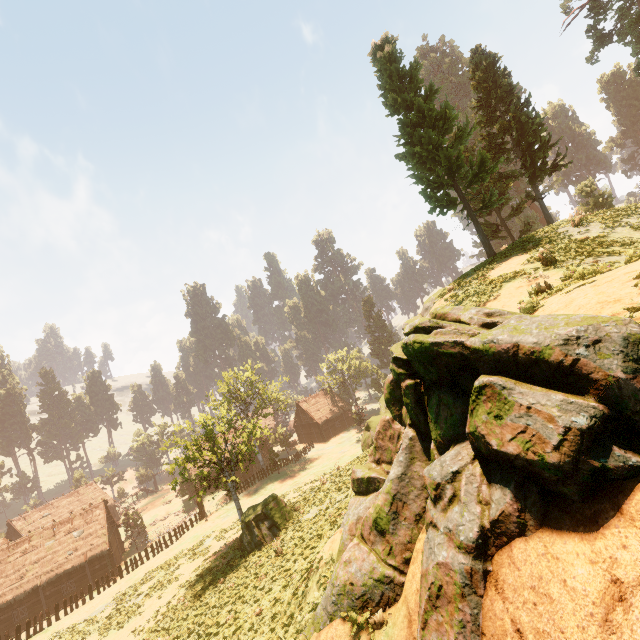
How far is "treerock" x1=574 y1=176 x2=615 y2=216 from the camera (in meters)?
20.92

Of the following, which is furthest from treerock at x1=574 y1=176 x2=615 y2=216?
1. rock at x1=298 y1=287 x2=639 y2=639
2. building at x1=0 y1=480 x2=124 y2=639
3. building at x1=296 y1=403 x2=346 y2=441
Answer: rock at x1=298 y1=287 x2=639 y2=639

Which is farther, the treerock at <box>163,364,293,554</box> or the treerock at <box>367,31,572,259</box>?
the treerock at <box>163,364,293,554</box>

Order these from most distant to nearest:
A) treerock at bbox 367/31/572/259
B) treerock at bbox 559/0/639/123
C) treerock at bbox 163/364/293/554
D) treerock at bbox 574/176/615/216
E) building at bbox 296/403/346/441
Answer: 1. building at bbox 296/403/346/441
2. treerock at bbox 559/0/639/123
3. treerock at bbox 163/364/293/554
4. treerock at bbox 574/176/615/216
5. treerock at bbox 367/31/572/259

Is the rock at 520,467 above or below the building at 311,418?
above

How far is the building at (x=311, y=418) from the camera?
56.81m

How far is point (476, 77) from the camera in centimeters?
2573cm
